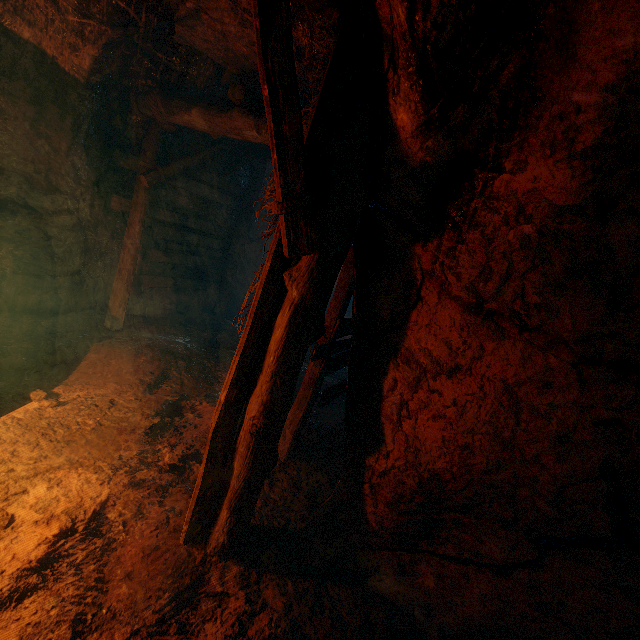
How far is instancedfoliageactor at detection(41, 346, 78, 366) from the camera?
4.5m

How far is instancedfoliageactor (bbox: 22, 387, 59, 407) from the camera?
3.7m

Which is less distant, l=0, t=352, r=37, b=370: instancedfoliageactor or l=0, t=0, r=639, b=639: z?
l=0, t=0, r=639, b=639: z

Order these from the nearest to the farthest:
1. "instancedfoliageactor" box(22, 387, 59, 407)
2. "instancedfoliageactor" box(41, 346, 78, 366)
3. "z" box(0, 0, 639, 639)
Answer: "z" box(0, 0, 639, 639), "instancedfoliageactor" box(22, 387, 59, 407), "instancedfoliageactor" box(41, 346, 78, 366)

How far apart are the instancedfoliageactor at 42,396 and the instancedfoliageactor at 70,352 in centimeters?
55cm

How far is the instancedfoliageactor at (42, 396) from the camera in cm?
369

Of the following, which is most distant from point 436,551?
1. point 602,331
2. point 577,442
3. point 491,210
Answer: point 491,210
